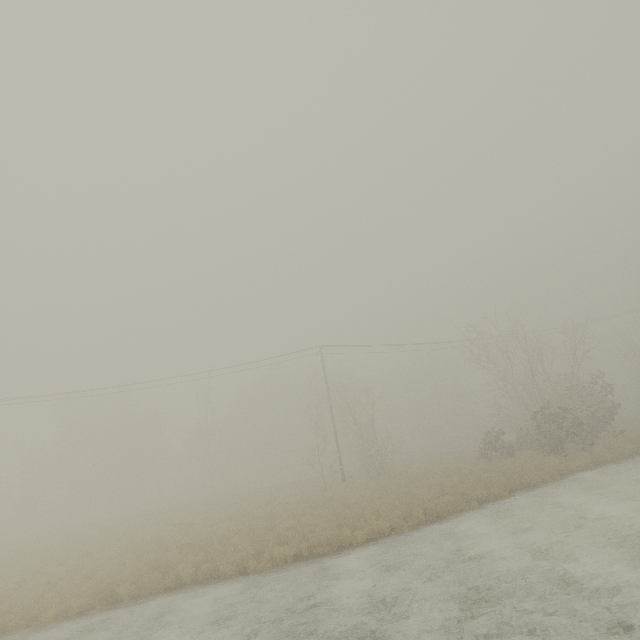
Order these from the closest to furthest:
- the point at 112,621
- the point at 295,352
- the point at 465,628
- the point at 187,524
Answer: the point at 465,628 → the point at 112,621 → the point at 187,524 → the point at 295,352
